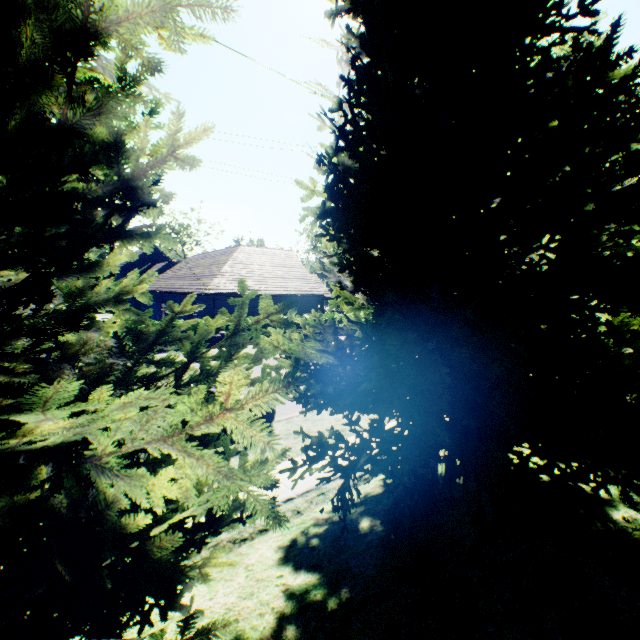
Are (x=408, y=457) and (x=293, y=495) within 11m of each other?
yes
